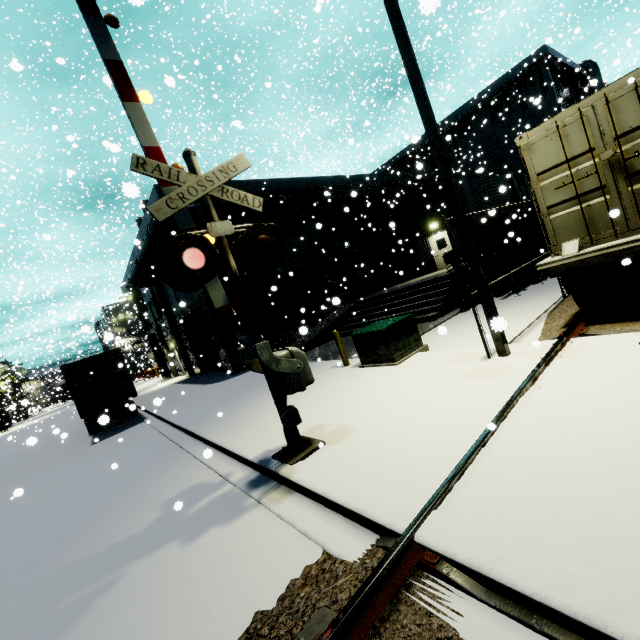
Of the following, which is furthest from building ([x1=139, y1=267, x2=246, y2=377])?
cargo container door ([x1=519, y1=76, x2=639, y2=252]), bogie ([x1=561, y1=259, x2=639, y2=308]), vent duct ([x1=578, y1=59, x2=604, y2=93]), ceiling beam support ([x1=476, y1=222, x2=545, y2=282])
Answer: bogie ([x1=561, y1=259, x2=639, y2=308])

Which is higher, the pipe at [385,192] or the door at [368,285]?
the pipe at [385,192]

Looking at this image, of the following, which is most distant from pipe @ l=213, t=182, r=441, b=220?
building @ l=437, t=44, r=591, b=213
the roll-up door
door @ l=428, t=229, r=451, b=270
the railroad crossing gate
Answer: the railroad crossing gate

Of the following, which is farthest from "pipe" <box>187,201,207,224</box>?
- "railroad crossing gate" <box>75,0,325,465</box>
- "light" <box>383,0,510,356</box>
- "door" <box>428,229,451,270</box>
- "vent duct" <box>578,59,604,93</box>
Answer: "light" <box>383,0,510,356</box>

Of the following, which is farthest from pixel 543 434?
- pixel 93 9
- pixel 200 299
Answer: pixel 200 299

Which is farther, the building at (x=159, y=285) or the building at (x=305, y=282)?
the building at (x=159, y=285)

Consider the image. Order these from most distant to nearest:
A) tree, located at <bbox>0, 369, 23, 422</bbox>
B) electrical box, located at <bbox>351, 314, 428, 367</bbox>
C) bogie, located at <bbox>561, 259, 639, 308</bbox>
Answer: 1. tree, located at <bbox>0, 369, 23, 422</bbox>
2. electrical box, located at <bbox>351, 314, 428, 367</bbox>
3. bogie, located at <bbox>561, 259, 639, 308</bbox>

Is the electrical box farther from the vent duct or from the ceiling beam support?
the vent duct
